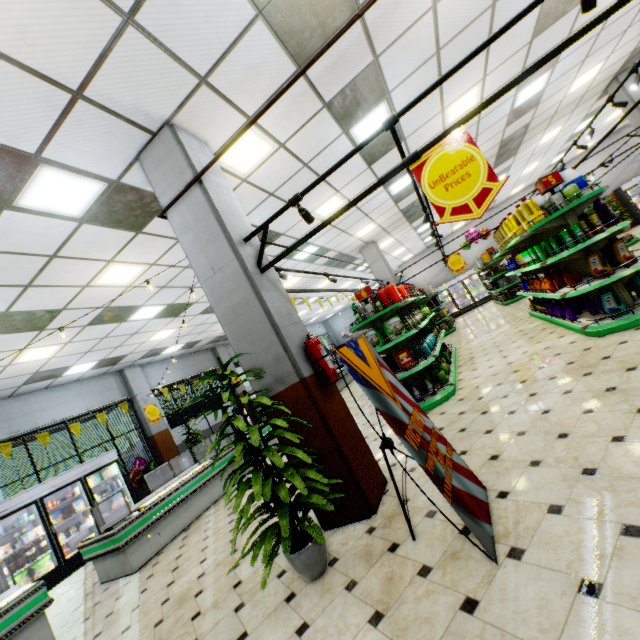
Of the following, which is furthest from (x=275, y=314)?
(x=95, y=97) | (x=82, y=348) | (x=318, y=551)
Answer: (x=82, y=348)

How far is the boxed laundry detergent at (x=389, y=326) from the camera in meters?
5.9

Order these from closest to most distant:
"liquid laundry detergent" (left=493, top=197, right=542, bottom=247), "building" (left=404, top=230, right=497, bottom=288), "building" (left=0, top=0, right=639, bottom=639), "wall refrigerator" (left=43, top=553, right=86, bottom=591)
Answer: "building" (left=0, top=0, right=639, bottom=639) → "liquid laundry detergent" (left=493, top=197, right=542, bottom=247) → "wall refrigerator" (left=43, top=553, right=86, bottom=591) → "building" (left=404, top=230, right=497, bottom=288)

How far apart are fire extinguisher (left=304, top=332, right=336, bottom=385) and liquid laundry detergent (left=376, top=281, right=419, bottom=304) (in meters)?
3.30

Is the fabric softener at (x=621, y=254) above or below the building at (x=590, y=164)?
Answer: below

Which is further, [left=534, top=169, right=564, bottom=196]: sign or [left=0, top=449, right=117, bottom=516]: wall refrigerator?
[left=0, top=449, right=117, bottom=516]: wall refrigerator

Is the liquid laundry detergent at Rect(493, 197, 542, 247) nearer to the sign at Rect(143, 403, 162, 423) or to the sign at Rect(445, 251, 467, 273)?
the sign at Rect(445, 251, 467, 273)

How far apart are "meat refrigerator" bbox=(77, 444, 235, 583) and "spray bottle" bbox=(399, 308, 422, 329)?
5.51m
